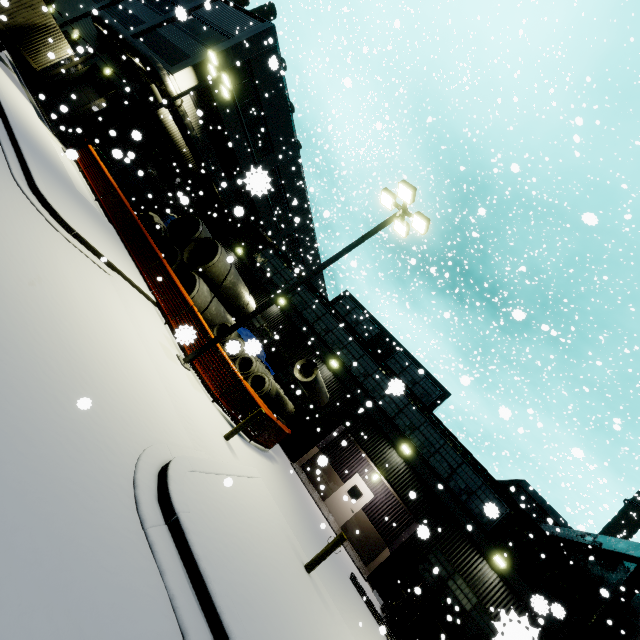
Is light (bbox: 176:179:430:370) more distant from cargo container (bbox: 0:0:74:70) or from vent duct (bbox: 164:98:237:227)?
vent duct (bbox: 164:98:237:227)

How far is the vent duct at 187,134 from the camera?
19.8m

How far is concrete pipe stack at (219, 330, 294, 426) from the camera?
2.4m

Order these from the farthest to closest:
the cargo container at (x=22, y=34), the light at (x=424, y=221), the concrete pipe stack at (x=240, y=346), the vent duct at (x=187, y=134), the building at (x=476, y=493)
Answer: the vent duct at (x=187, y=134) → the cargo container at (x=22, y=34) → the building at (x=476, y=493) → the light at (x=424, y=221) → the concrete pipe stack at (x=240, y=346)

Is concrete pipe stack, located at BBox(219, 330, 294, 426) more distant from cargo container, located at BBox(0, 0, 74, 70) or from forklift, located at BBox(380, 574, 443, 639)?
forklift, located at BBox(380, 574, 443, 639)

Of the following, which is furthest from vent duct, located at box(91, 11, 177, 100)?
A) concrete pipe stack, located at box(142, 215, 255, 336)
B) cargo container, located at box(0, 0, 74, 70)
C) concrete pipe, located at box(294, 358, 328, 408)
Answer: concrete pipe, located at box(294, 358, 328, 408)

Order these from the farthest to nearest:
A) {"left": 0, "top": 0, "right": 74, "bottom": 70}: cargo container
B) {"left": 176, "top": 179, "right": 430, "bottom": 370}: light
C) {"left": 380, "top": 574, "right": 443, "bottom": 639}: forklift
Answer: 1. {"left": 0, "top": 0, "right": 74, "bottom": 70}: cargo container
2. {"left": 380, "top": 574, "right": 443, "bottom": 639}: forklift
3. {"left": 176, "top": 179, "right": 430, "bottom": 370}: light

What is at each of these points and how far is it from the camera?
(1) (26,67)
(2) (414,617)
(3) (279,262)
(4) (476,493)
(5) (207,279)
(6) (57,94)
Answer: (1) roll-up door, 23.89m
(2) forklift, 11.70m
(3) building, 24.19m
(4) building, 15.91m
(5) concrete pipe stack, 15.95m
(6) roll-up door, 21.23m
